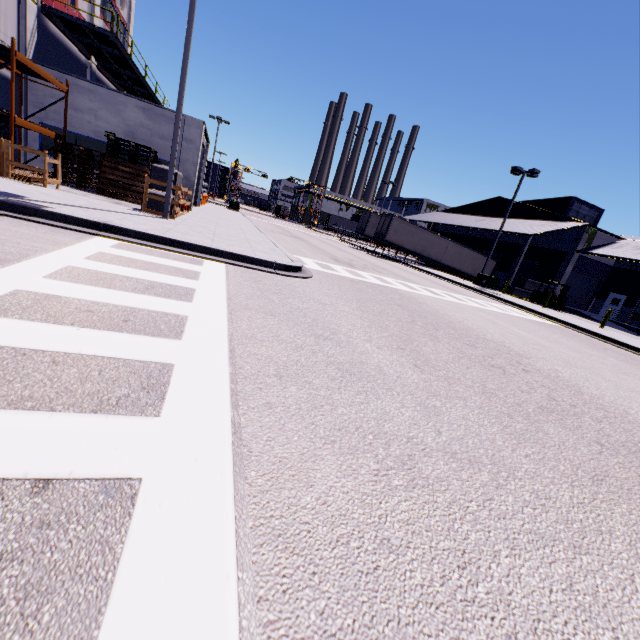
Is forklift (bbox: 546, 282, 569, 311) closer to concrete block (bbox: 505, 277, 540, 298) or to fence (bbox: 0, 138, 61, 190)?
concrete block (bbox: 505, 277, 540, 298)

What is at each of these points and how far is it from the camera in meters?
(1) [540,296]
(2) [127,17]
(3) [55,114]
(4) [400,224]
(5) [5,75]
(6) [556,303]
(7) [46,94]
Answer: (1) forklift, 28.1 m
(2) building, 27.0 m
(3) building, 16.2 m
(4) semi trailer, 33.5 m
(5) building, 14.3 m
(6) forklift, 26.8 m
(7) building, 15.9 m

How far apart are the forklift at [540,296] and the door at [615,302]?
9.6m

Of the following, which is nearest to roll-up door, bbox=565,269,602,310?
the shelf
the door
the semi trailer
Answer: the door

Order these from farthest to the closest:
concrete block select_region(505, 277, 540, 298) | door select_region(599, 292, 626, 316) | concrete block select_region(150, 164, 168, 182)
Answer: door select_region(599, 292, 626, 316) → concrete block select_region(505, 277, 540, 298) → concrete block select_region(150, 164, 168, 182)

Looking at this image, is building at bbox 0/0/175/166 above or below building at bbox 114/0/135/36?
below

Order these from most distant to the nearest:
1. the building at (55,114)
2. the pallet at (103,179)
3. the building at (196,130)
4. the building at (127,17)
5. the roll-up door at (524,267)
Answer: the roll-up door at (524,267)
the building at (127,17)
the building at (196,130)
the building at (55,114)
the pallet at (103,179)
